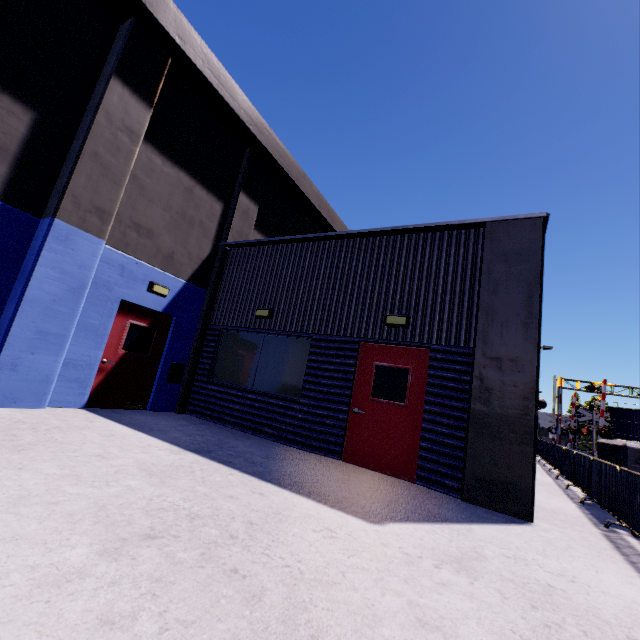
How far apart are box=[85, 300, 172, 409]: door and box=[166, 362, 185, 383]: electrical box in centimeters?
24cm

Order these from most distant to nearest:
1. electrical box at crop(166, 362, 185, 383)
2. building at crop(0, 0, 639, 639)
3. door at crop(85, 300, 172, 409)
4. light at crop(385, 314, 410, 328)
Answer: electrical box at crop(166, 362, 185, 383)
door at crop(85, 300, 172, 409)
light at crop(385, 314, 410, 328)
building at crop(0, 0, 639, 639)

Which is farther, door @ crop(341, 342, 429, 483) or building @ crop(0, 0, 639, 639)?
door @ crop(341, 342, 429, 483)

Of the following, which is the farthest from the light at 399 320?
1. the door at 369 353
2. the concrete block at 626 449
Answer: the concrete block at 626 449

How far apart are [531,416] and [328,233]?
5.6 meters

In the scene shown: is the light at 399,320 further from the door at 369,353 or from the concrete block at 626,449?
the concrete block at 626,449

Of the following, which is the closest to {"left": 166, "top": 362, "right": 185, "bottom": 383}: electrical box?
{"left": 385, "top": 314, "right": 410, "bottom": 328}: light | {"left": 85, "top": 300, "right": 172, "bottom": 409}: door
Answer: {"left": 85, "top": 300, "right": 172, "bottom": 409}: door

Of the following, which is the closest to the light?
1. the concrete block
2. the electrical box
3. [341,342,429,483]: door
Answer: [341,342,429,483]: door
